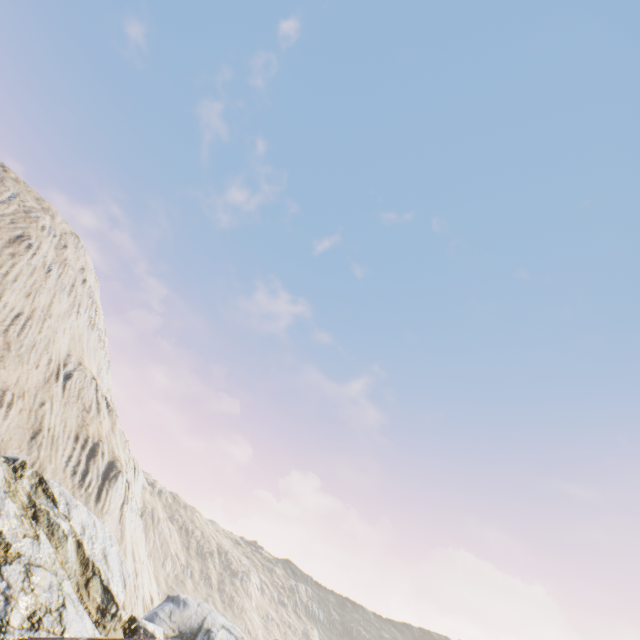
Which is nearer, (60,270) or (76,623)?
(76,623)
